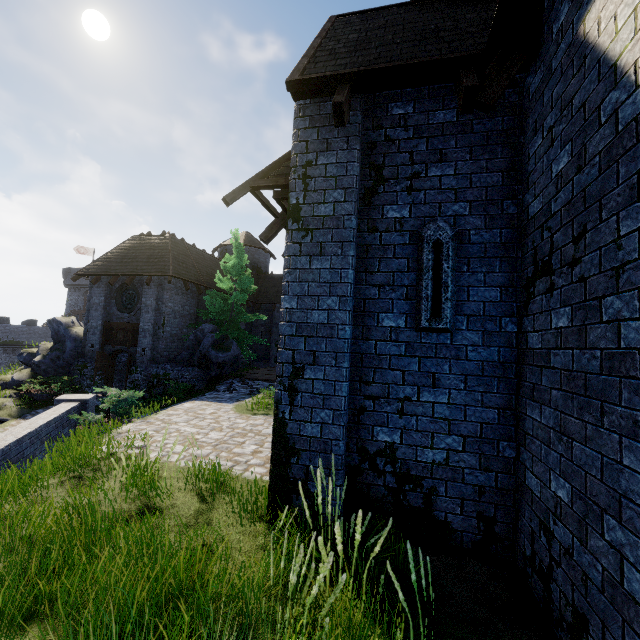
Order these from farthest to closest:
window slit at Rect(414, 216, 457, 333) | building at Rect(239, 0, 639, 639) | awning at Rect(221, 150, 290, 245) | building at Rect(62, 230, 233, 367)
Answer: building at Rect(62, 230, 233, 367), awning at Rect(221, 150, 290, 245), window slit at Rect(414, 216, 457, 333), building at Rect(239, 0, 639, 639)

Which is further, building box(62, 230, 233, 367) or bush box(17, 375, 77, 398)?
building box(62, 230, 233, 367)

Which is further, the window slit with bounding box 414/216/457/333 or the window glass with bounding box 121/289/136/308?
the window glass with bounding box 121/289/136/308

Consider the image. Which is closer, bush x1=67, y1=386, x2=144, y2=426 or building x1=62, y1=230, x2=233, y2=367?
bush x1=67, y1=386, x2=144, y2=426

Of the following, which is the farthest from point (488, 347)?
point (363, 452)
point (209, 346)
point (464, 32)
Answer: point (209, 346)

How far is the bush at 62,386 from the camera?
16.7 meters

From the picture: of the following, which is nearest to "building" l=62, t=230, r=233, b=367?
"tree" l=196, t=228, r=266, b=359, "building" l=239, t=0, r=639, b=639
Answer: "tree" l=196, t=228, r=266, b=359

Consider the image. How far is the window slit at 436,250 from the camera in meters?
4.1 m
